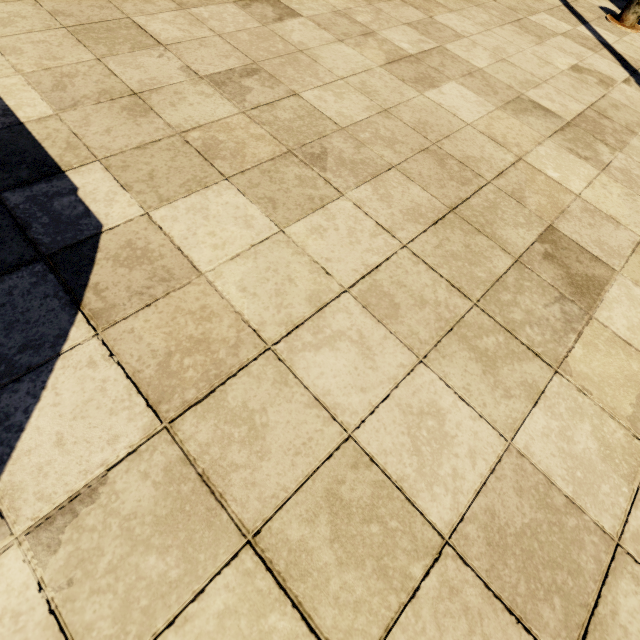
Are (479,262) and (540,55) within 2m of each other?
no
